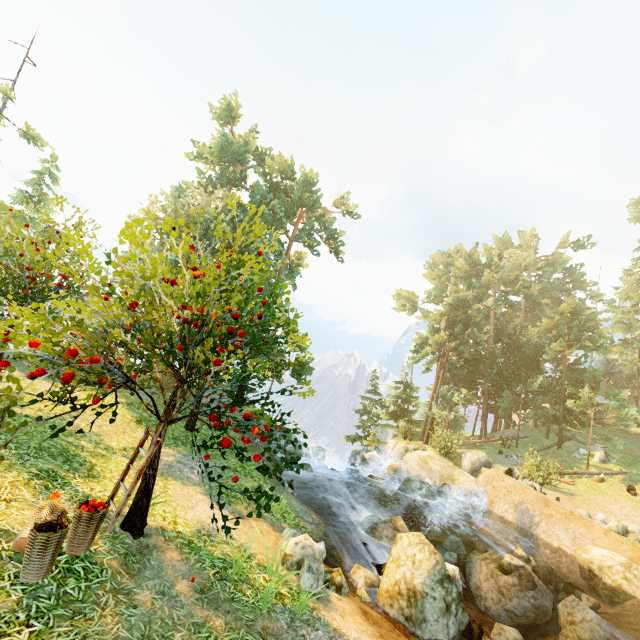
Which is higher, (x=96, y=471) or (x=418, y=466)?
(x=96, y=471)

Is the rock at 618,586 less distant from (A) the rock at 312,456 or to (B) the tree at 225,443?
(B) the tree at 225,443

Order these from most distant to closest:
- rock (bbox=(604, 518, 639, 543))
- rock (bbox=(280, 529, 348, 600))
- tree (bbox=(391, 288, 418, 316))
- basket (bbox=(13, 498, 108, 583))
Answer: tree (bbox=(391, 288, 418, 316))
rock (bbox=(604, 518, 639, 543))
rock (bbox=(280, 529, 348, 600))
basket (bbox=(13, 498, 108, 583))

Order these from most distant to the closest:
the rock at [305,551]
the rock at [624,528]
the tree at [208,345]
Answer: the rock at [624,528]
the rock at [305,551]
the tree at [208,345]

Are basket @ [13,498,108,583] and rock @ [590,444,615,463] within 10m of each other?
no

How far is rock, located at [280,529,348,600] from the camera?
7.0m

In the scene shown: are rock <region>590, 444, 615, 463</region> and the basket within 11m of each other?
no

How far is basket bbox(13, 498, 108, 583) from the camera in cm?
454
